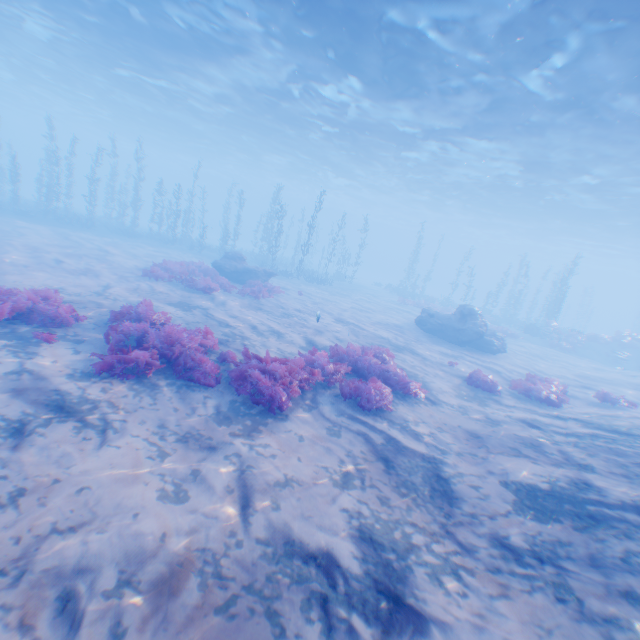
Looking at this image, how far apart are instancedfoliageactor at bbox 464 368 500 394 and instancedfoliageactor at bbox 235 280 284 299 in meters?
10.2

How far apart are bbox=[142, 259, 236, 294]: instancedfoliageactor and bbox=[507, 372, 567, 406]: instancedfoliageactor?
15.9 meters

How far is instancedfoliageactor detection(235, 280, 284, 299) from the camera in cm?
1669

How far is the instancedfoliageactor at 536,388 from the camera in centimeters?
1097cm

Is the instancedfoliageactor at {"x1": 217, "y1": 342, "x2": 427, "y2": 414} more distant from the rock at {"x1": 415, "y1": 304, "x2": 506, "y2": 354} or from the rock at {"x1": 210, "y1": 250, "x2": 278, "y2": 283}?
the rock at {"x1": 210, "y1": 250, "x2": 278, "y2": 283}

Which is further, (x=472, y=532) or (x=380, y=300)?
(x=380, y=300)

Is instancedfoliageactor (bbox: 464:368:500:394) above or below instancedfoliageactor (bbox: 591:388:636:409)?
below

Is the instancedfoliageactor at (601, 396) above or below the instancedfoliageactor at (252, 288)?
above
